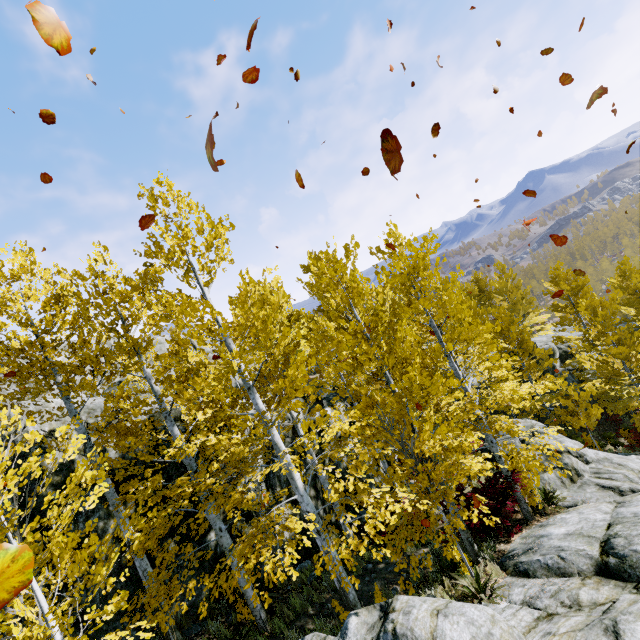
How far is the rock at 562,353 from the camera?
21.7 meters

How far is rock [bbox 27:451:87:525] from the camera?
7.3m

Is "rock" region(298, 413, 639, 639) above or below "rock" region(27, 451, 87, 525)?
below

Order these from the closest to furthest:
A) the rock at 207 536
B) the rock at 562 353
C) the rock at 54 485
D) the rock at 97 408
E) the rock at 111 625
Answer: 1. the rock at 111 625
2. the rock at 54 485
3. the rock at 207 536
4. the rock at 97 408
5. the rock at 562 353

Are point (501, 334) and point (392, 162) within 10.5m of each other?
no

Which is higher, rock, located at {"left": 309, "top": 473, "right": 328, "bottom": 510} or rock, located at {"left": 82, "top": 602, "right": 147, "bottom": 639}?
rock, located at {"left": 82, "top": 602, "right": 147, "bottom": 639}

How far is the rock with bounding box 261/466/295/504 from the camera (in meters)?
10.59

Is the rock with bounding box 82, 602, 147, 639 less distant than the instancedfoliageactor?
No
